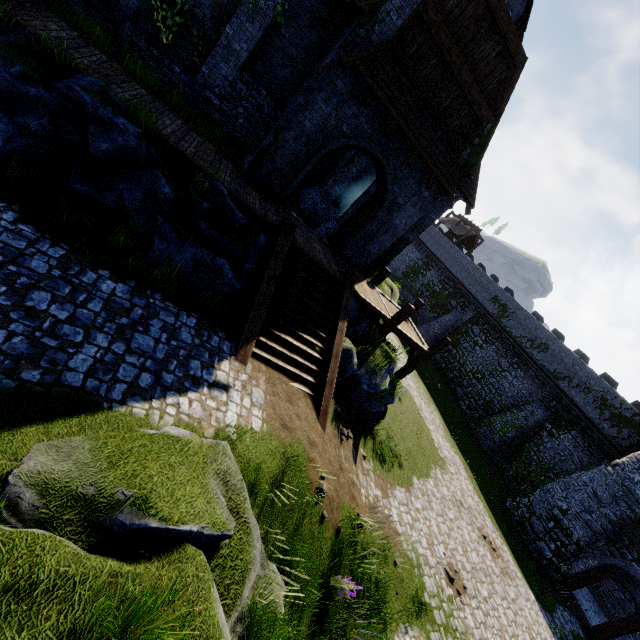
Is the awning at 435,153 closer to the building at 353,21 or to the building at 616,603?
the building at 353,21

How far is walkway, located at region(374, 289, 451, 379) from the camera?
13.2m

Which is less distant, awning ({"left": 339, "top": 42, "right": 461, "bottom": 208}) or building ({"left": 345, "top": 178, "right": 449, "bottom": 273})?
awning ({"left": 339, "top": 42, "right": 461, "bottom": 208})

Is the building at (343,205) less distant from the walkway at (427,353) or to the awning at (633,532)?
the walkway at (427,353)

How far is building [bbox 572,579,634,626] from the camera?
20.7 meters

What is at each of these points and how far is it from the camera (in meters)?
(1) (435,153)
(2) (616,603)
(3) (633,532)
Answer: (1) awning, 11.44
(2) building, 22.11
(3) awning, 17.31

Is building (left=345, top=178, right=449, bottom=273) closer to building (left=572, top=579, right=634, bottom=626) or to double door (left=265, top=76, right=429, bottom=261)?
double door (left=265, top=76, right=429, bottom=261)

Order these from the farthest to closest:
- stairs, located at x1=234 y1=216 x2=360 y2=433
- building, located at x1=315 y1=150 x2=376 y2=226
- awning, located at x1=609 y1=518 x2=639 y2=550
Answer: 1. awning, located at x1=609 y1=518 x2=639 y2=550
2. building, located at x1=315 y1=150 x2=376 y2=226
3. stairs, located at x1=234 y1=216 x2=360 y2=433
